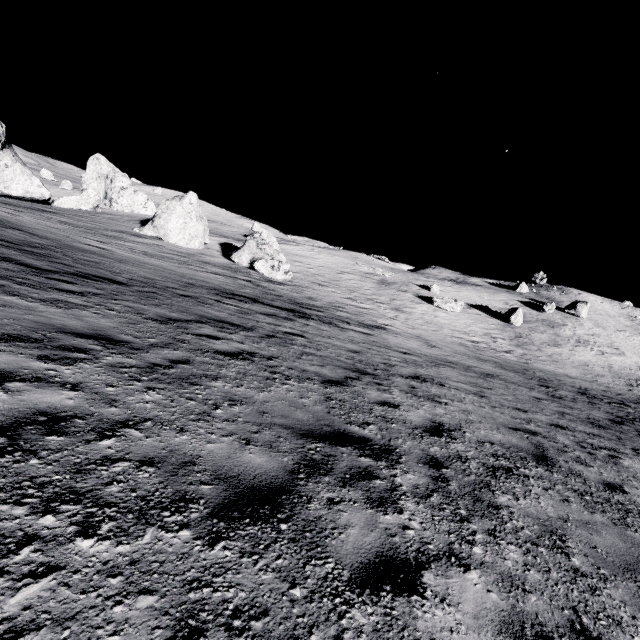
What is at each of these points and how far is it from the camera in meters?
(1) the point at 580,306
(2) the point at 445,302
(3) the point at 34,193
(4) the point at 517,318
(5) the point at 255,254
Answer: (1) stone, 47.6 m
(2) stone, 36.6 m
(3) stone, 32.7 m
(4) stone, 37.8 m
(5) stone, 26.8 m

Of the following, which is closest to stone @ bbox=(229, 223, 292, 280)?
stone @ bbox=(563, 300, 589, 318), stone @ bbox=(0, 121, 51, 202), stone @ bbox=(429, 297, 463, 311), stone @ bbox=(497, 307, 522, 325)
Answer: stone @ bbox=(429, 297, 463, 311)

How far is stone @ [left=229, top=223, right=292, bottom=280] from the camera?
25.7 meters

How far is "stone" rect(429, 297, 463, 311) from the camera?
36.44m

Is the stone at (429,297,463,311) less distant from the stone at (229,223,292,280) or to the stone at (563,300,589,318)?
the stone at (229,223,292,280)

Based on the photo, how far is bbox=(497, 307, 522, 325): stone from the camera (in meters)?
37.78

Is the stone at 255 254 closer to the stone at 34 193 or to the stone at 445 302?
the stone at 445 302

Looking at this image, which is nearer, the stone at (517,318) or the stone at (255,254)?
the stone at (255,254)
